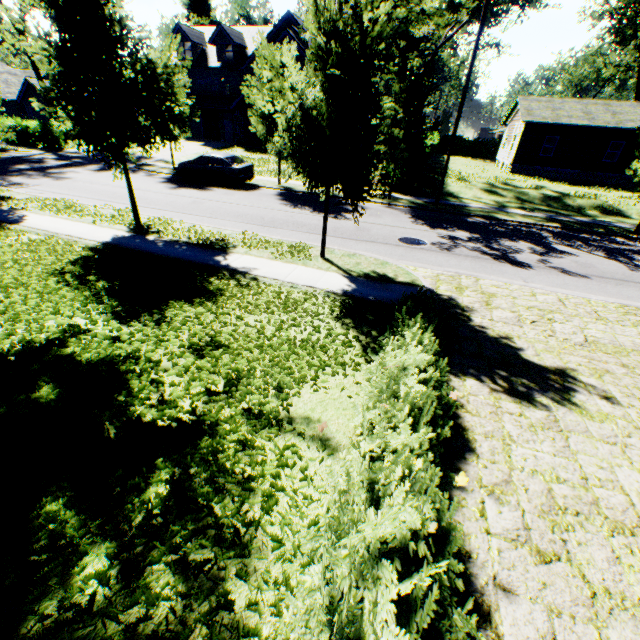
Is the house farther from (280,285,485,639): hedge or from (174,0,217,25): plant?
(280,285,485,639): hedge

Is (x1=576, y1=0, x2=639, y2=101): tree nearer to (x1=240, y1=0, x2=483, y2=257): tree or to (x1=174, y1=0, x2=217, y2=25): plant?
(x1=174, y1=0, x2=217, y2=25): plant

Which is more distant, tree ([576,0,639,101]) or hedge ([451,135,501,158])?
hedge ([451,135,501,158])

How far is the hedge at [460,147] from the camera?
48.03m

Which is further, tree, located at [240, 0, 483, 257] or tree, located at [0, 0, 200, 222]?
tree, located at [0, 0, 200, 222]

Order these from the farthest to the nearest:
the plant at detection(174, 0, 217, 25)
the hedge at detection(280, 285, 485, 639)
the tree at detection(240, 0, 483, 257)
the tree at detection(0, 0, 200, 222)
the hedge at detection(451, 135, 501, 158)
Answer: the plant at detection(174, 0, 217, 25) → the hedge at detection(451, 135, 501, 158) → the tree at detection(0, 0, 200, 222) → the tree at detection(240, 0, 483, 257) → the hedge at detection(280, 285, 485, 639)

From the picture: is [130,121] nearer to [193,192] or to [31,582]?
[193,192]

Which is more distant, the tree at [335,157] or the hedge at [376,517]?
the tree at [335,157]
